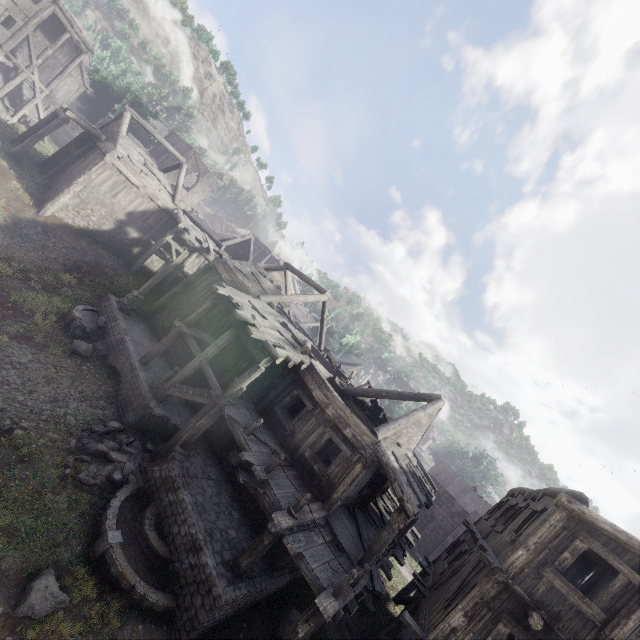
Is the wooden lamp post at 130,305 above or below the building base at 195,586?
above

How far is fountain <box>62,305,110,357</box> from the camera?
15.0m

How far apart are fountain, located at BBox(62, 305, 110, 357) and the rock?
0.3 meters

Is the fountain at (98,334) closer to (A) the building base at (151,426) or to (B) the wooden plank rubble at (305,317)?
(A) the building base at (151,426)

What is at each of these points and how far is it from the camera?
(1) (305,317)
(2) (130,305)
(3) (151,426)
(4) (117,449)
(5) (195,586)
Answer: (1) wooden plank rubble, 46.4m
(2) wooden lamp post, 17.7m
(3) building base, 13.1m
(4) rubble, 11.2m
(5) building base, 8.7m

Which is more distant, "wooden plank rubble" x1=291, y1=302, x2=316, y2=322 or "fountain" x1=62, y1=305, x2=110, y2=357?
"wooden plank rubble" x1=291, y1=302, x2=316, y2=322

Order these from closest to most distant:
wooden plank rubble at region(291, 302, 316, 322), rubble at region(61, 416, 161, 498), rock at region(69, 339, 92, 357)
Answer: rubble at region(61, 416, 161, 498)
rock at region(69, 339, 92, 357)
wooden plank rubble at region(291, 302, 316, 322)

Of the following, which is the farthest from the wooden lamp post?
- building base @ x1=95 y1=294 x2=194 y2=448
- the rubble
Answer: the rubble
